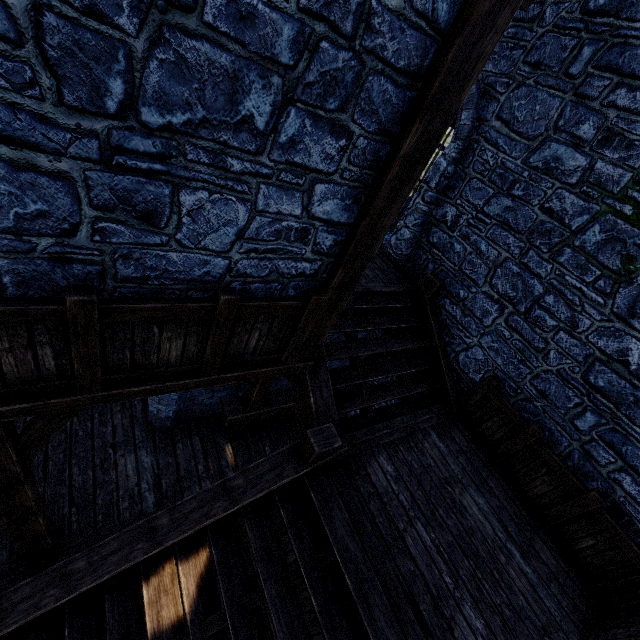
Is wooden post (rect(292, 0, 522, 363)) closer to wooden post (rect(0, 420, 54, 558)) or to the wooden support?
the wooden support

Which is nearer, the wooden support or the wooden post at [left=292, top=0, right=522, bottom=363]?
the wooden post at [left=292, top=0, right=522, bottom=363]

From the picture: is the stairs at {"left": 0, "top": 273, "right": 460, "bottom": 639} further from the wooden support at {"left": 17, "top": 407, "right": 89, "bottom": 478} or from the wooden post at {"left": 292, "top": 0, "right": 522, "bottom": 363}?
the wooden support at {"left": 17, "top": 407, "right": 89, "bottom": 478}

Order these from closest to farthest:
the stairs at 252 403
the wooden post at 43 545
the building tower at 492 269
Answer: the wooden post at 43 545
the building tower at 492 269
the stairs at 252 403

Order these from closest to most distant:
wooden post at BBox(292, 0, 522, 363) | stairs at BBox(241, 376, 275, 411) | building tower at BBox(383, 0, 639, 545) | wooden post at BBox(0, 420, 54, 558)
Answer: wooden post at BBox(292, 0, 522, 363) < wooden post at BBox(0, 420, 54, 558) < building tower at BBox(383, 0, 639, 545) < stairs at BBox(241, 376, 275, 411)

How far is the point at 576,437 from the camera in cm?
462

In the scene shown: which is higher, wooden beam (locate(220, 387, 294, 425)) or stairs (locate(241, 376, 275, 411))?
stairs (locate(241, 376, 275, 411))

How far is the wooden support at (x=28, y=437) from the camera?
2.9m
